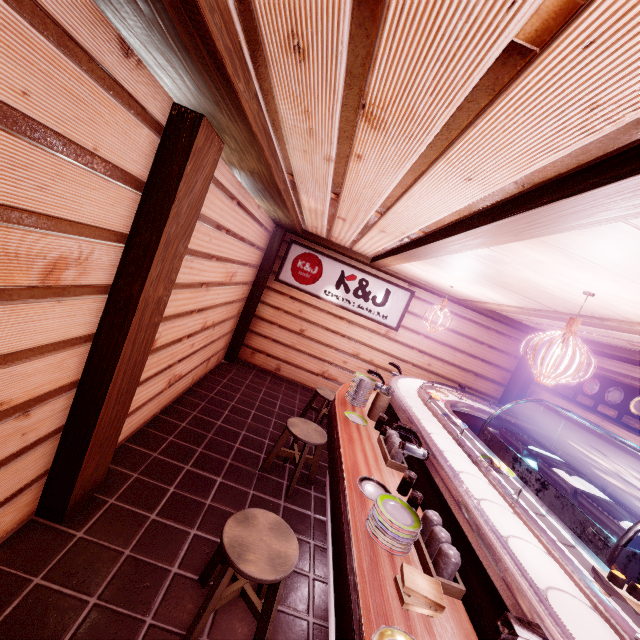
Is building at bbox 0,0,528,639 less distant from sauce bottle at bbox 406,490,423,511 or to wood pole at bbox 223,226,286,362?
wood pole at bbox 223,226,286,362

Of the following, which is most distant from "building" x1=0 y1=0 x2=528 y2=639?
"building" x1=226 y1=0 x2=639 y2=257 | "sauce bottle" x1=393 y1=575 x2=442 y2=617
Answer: "sauce bottle" x1=393 y1=575 x2=442 y2=617

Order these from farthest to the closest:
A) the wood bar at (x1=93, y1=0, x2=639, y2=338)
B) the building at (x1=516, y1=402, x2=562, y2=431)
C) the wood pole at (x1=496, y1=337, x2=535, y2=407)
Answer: the wood pole at (x1=496, y1=337, x2=535, y2=407), the building at (x1=516, y1=402, x2=562, y2=431), the wood bar at (x1=93, y1=0, x2=639, y2=338)

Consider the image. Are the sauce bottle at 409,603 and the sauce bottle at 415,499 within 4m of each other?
yes

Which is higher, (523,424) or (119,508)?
(523,424)

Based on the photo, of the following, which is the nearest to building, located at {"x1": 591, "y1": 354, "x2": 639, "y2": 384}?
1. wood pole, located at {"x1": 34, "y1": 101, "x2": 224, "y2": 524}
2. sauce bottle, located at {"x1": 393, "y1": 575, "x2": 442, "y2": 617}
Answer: wood pole, located at {"x1": 34, "y1": 101, "x2": 224, "y2": 524}

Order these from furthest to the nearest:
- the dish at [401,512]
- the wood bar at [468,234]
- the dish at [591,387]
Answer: the dish at [591,387], the dish at [401,512], the wood bar at [468,234]

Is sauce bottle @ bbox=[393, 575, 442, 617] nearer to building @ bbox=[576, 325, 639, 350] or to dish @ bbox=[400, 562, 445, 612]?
Result: dish @ bbox=[400, 562, 445, 612]
